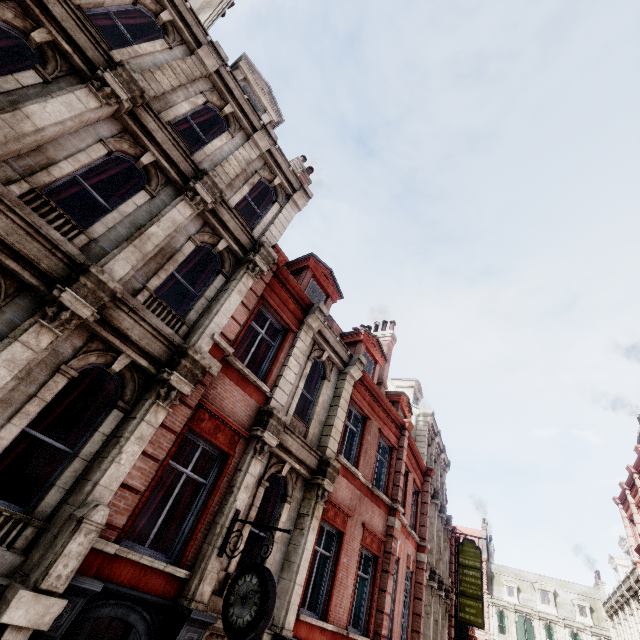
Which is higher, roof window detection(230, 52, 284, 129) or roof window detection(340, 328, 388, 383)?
roof window detection(230, 52, 284, 129)

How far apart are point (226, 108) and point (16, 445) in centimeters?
999cm

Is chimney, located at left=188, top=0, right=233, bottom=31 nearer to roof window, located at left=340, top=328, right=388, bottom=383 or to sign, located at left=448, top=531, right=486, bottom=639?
roof window, located at left=340, top=328, right=388, bottom=383

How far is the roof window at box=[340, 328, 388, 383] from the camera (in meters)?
15.16

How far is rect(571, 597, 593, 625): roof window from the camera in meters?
38.0 m

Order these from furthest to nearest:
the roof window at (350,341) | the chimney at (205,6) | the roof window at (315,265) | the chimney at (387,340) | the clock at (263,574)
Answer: the chimney at (387,340) → the roof window at (350,341) → the roof window at (315,265) → the chimney at (205,6) → the clock at (263,574)

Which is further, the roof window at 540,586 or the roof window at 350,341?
the roof window at 540,586

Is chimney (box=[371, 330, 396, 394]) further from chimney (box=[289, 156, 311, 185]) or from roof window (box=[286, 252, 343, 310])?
chimney (box=[289, 156, 311, 185])
